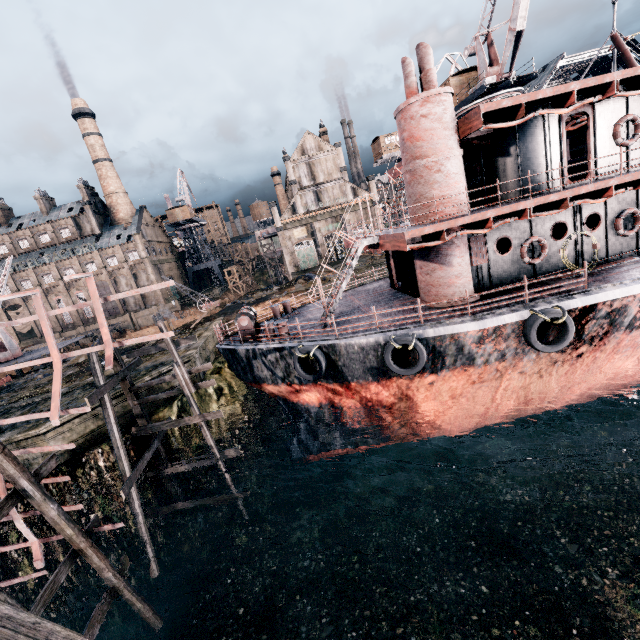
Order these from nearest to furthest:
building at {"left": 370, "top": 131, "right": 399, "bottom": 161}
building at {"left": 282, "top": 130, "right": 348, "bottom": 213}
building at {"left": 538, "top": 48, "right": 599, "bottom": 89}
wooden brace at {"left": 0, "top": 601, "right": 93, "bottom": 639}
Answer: wooden brace at {"left": 0, "top": 601, "right": 93, "bottom": 639} → building at {"left": 370, "top": 131, "right": 399, "bottom": 161} → building at {"left": 282, "top": 130, "right": 348, "bottom": 213} → building at {"left": 538, "top": 48, "right": 599, "bottom": 89}

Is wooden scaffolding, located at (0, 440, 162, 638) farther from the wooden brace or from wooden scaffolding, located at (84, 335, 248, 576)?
wooden scaffolding, located at (84, 335, 248, 576)

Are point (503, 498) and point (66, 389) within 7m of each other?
no

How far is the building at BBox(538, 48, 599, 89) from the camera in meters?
58.7

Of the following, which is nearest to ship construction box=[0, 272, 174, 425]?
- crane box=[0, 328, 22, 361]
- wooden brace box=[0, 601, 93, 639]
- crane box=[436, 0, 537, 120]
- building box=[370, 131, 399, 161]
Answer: wooden brace box=[0, 601, 93, 639]

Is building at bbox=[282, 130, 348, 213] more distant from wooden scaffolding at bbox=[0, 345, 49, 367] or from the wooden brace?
the wooden brace

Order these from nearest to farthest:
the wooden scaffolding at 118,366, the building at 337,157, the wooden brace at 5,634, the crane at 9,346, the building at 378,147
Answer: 1. the wooden brace at 5,634
2. the wooden scaffolding at 118,366
3. the crane at 9,346
4. the building at 378,147
5. the building at 337,157

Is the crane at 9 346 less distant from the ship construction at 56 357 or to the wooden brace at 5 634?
the ship construction at 56 357
